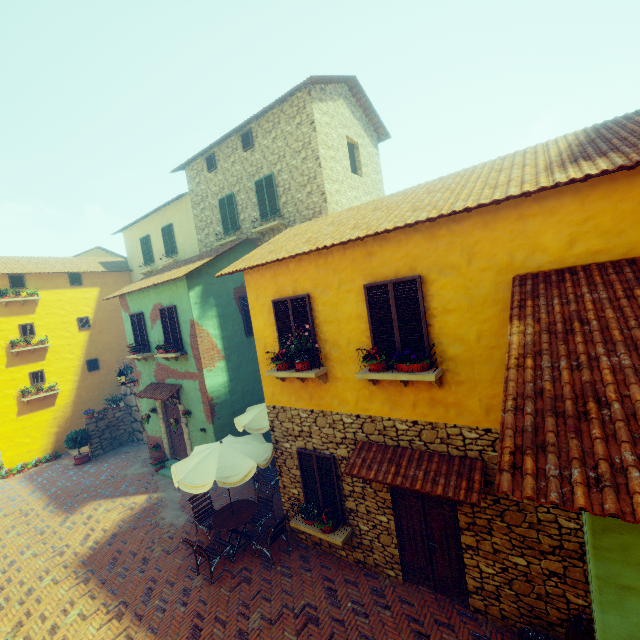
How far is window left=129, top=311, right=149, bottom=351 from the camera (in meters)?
13.29

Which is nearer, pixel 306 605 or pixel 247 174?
pixel 306 605

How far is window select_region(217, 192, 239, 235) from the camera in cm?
1423

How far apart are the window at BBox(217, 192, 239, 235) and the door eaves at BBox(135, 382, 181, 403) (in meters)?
6.93

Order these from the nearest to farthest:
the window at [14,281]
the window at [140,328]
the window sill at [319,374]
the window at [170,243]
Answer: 1. the window sill at [319,374]
2. the window at [140,328]
3. the window at [14,281]
4. the window at [170,243]

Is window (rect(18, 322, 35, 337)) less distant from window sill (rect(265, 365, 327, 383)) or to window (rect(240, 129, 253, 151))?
window sill (rect(265, 365, 327, 383))

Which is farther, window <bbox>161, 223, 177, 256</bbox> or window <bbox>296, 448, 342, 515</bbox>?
window <bbox>161, 223, 177, 256</bbox>

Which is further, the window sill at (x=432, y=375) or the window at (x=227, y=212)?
the window at (x=227, y=212)
